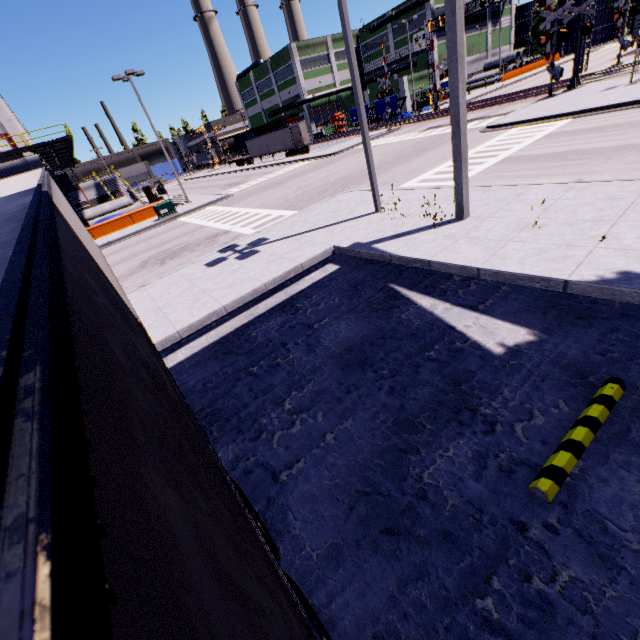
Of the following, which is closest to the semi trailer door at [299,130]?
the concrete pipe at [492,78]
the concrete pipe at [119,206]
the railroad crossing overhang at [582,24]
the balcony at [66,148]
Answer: the railroad crossing overhang at [582,24]

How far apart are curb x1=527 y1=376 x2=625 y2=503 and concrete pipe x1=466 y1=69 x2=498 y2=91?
69.5m

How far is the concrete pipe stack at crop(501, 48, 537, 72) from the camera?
55.7 meters

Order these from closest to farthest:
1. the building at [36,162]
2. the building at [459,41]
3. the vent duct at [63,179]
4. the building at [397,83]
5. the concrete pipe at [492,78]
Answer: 1. the building at [459,41]
2. the building at [36,162]
3. the vent duct at [63,179]
4. the building at [397,83]
5. the concrete pipe at [492,78]

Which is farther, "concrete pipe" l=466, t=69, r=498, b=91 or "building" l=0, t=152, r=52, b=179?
"concrete pipe" l=466, t=69, r=498, b=91

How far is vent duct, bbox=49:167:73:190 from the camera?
29.4 meters

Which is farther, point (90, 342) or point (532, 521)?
point (532, 521)

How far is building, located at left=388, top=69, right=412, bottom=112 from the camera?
51.2 meters
